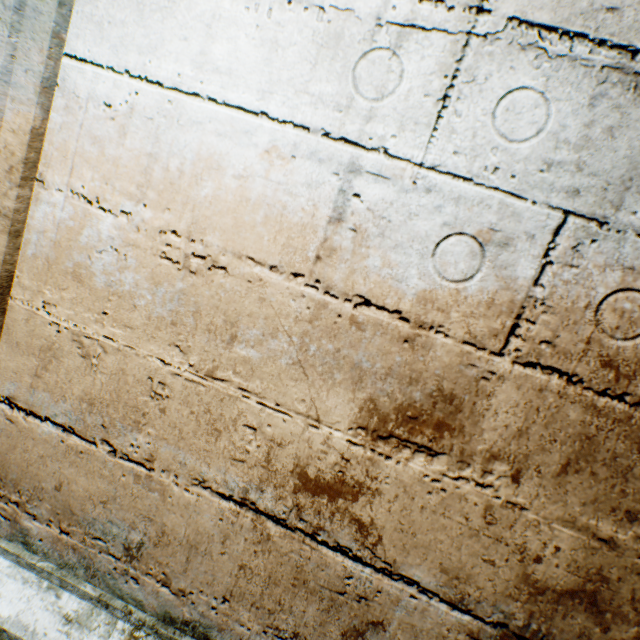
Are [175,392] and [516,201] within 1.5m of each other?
yes
